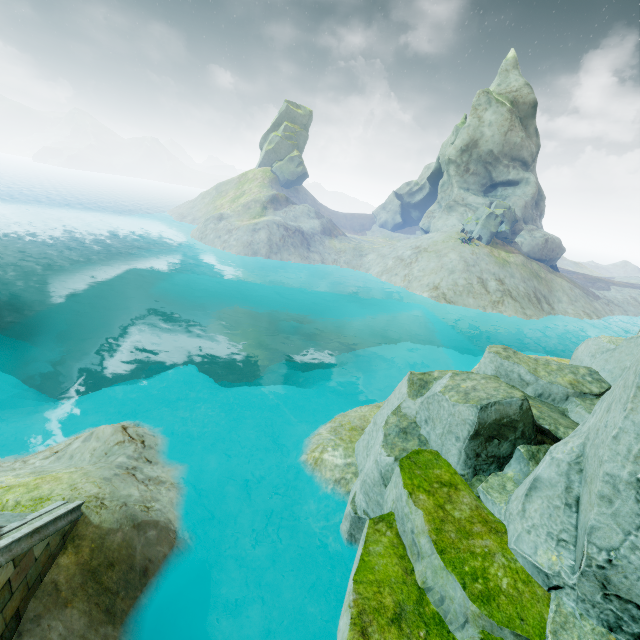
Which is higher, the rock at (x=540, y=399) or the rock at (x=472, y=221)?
the rock at (x=472, y=221)

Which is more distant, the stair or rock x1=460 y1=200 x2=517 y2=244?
rock x1=460 y1=200 x2=517 y2=244

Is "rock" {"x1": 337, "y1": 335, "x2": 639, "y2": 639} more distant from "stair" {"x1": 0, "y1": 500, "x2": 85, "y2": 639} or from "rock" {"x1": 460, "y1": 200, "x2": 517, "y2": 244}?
"rock" {"x1": 460, "y1": 200, "x2": 517, "y2": 244}

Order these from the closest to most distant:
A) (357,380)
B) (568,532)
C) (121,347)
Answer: (568,532) < (357,380) < (121,347)

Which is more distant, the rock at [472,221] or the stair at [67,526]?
the rock at [472,221]

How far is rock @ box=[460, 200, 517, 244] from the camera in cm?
4091

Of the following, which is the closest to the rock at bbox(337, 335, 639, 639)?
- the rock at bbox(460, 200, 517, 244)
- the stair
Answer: the stair

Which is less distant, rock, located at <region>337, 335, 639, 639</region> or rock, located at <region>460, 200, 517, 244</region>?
rock, located at <region>337, 335, 639, 639</region>
